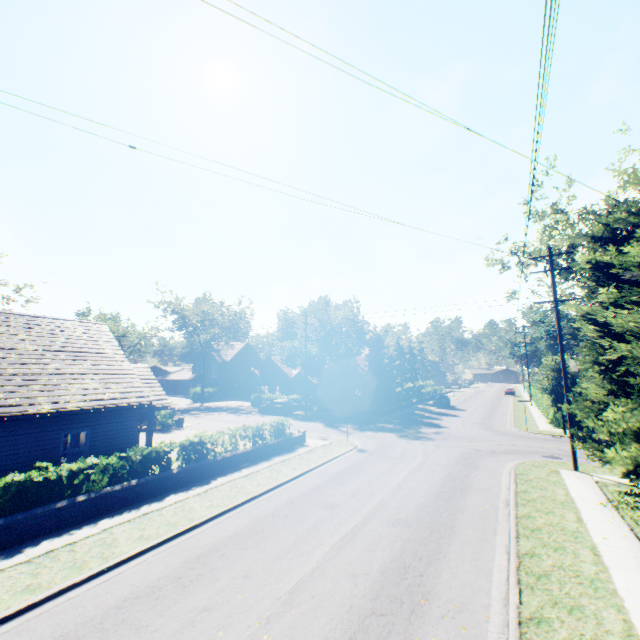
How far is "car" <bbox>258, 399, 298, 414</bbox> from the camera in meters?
36.9 m

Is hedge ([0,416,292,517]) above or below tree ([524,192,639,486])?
below

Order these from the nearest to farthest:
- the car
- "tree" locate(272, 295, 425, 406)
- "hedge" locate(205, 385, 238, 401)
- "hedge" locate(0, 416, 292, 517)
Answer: "hedge" locate(0, 416, 292, 517) → the car → "tree" locate(272, 295, 425, 406) → "hedge" locate(205, 385, 238, 401)

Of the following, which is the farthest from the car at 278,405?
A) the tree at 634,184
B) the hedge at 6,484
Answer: the hedge at 6,484

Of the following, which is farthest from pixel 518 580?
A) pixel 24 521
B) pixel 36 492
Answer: pixel 36 492

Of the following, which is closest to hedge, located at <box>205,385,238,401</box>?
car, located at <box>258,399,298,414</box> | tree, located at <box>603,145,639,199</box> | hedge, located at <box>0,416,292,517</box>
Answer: tree, located at <box>603,145,639,199</box>

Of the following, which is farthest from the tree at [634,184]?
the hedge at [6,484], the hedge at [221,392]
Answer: the hedge at [6,484]
